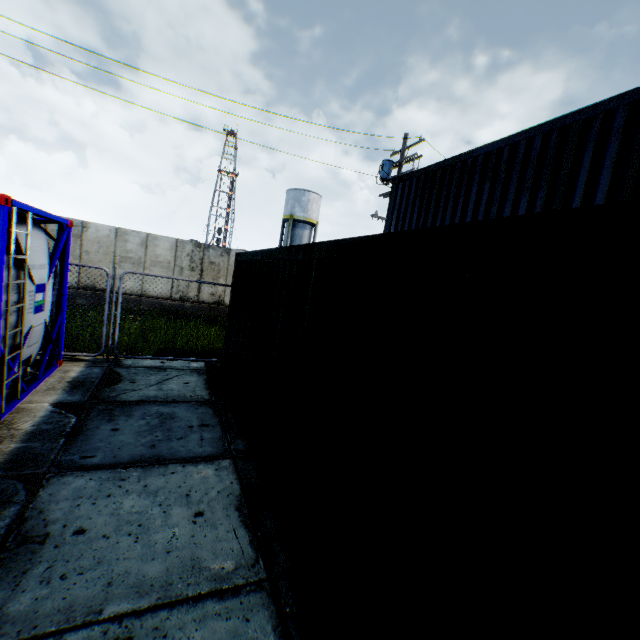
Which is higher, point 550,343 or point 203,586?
point 550,343

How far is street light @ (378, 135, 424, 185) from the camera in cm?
1352

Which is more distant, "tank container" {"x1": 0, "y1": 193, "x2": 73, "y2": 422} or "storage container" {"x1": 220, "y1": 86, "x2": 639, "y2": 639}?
"tank container" {"x1": 0, "y1": 193, "x2": 73, "y2": 422}

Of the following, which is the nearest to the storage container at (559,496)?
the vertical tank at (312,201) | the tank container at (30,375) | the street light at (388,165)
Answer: the tank container at (30,375)

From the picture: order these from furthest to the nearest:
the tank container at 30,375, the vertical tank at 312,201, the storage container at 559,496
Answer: the vertical tank at 312,201 → the tank container at 30,375 → the storage container at 559,496

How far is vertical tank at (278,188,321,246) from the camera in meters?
35.2 m

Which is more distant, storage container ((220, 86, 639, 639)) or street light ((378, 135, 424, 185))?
street light ((378, 135, 424, 185))

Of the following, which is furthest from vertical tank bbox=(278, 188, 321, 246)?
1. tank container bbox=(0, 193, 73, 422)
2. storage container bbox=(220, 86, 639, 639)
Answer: tank container bbox=(0, 193, 73, 422)
